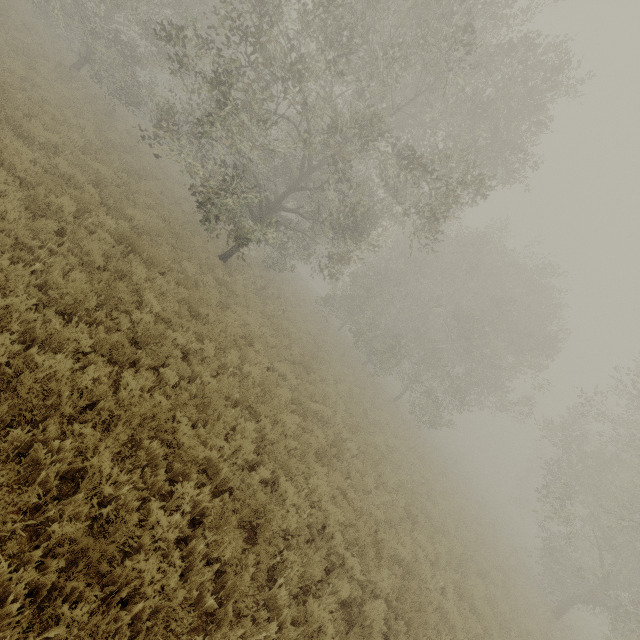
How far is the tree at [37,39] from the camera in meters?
14.6 m

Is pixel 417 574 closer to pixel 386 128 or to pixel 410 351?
pixel 386 128

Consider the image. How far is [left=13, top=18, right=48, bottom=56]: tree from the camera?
14.64m
